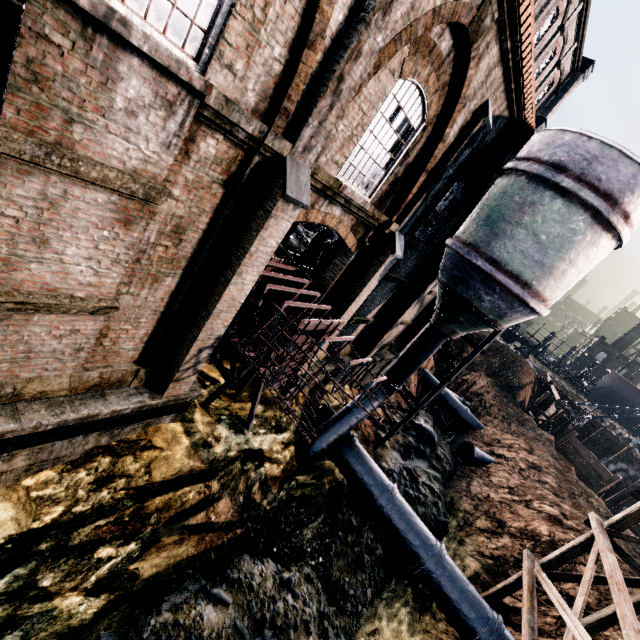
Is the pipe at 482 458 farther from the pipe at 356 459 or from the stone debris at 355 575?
the pipe at 356 459

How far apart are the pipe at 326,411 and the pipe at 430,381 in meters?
16.6 m

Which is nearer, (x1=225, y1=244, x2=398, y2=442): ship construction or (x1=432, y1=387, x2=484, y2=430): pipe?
(x1=225, y1=244, x2=398, y2=442): ship construction

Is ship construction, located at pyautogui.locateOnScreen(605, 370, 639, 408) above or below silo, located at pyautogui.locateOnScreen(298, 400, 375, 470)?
above

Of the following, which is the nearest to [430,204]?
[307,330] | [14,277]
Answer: [307,330]

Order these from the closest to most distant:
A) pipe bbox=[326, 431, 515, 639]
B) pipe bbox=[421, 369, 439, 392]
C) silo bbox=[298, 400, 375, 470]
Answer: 1. pipe bbox=[326, 431, 515, 639]
2. silo bbox=[298, 400, 375, 470]
3. pipe bbox=[421, 369, 439, 392]

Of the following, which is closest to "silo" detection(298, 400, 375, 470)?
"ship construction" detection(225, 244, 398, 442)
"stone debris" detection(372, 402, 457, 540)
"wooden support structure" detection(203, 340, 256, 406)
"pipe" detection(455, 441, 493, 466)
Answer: "stone debris" detection(372, 402, 457, 540)

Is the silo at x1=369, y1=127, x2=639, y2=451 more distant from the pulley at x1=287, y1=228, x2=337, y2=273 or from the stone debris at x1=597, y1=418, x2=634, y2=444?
the stone debris at x1=597, y1=418, x2=634, y2=444
